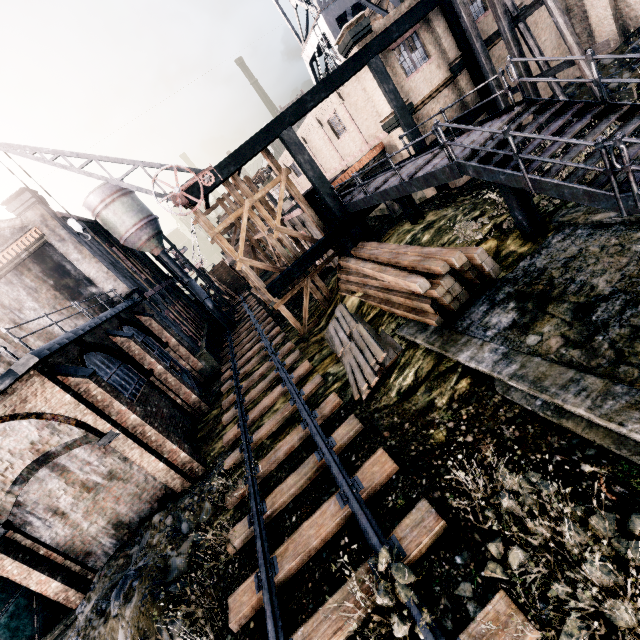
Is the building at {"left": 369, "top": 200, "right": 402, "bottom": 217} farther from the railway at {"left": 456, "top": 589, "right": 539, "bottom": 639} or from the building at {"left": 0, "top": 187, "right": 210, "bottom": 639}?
the building at {"left": 0, "top": 187, "right": 210, "bottom": 639}

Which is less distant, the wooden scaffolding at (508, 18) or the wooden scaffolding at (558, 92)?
the wooden scaffolding at (508, 18)

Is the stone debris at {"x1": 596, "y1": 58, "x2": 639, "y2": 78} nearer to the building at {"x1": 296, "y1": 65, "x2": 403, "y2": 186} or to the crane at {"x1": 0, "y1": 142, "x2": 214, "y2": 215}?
the building at {"x1": 296, "y1": 65, "x2": 403, "y2": 186}

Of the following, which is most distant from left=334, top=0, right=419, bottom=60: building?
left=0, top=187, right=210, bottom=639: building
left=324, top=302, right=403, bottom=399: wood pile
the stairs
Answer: left=0, top=187, right=210, bottom=639: building

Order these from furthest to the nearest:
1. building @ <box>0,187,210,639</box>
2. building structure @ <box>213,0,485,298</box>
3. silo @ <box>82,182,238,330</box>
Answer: silo @ <box>82,182,238,330</box>, building structure @ <box>213,0,485,298</box>, building @ <box>0,187,210,639</box>

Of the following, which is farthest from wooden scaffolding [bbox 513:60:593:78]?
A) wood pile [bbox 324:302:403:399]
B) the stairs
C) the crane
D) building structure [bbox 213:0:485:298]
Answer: the crane

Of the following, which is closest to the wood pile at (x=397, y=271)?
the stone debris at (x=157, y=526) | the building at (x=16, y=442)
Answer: the stone debris at (x=157, y=526)

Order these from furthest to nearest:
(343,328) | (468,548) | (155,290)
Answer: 1. (155,290)
2. (343,328)
3. (468,548)
